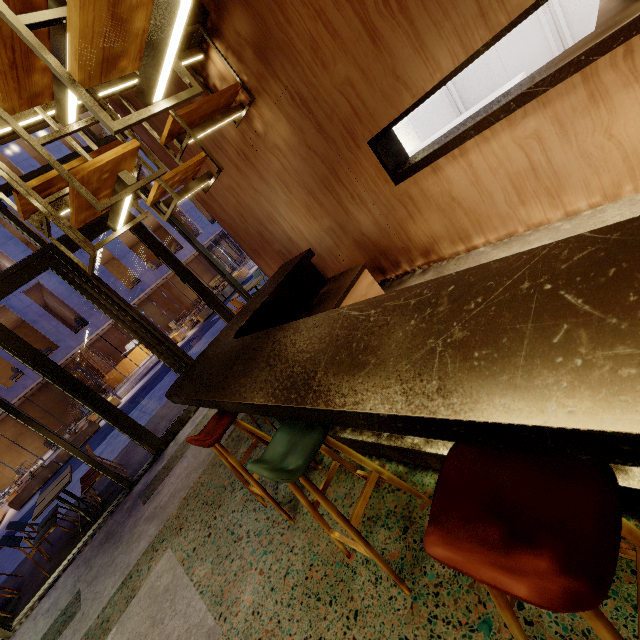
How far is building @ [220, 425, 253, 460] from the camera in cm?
378

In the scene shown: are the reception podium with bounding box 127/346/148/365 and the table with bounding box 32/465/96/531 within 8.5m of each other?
no

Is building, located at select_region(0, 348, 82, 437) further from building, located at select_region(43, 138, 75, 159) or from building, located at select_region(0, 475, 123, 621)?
building, located at select_region(0, 475, 123, 621)

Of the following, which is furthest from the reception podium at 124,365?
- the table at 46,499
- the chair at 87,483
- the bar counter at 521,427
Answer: the bar counter at 521,427

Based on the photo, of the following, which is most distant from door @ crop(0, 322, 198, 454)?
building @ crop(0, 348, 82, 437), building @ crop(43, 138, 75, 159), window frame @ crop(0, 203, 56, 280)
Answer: building @ crop(0, 348, 82, 437)

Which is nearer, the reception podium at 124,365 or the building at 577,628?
the building at 577,628

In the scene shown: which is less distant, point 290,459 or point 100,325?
point 290,459

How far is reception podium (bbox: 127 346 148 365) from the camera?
24.82m
